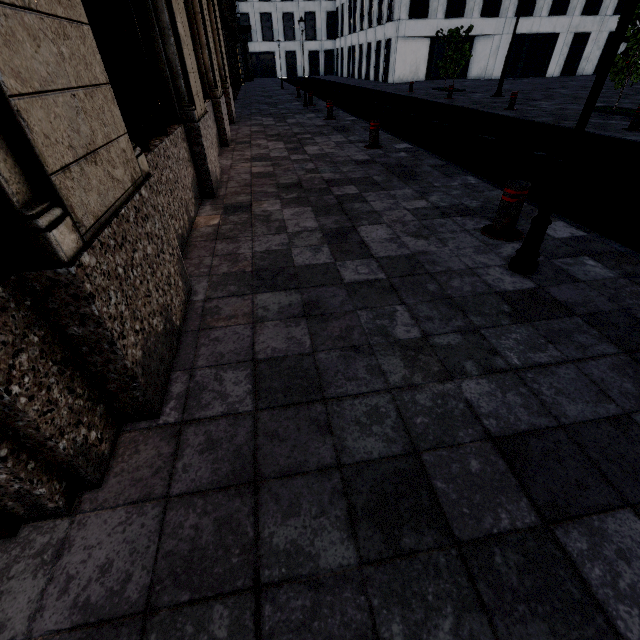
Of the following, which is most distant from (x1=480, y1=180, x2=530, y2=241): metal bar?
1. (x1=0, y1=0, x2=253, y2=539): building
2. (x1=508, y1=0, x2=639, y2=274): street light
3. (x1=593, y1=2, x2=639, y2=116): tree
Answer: (x1=593, y1=2, x2=639, y2=116): tree

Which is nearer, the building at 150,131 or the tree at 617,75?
the building at 150,131

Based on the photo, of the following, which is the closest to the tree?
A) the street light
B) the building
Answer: the building

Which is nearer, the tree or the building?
the building

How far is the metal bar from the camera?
3.33m

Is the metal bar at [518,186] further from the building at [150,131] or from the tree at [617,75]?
the tree at [617,75]

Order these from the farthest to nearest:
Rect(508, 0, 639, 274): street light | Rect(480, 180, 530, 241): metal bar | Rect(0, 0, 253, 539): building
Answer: Rect(480, 180, 530, 241): metal bar, Rect(508, 0, 639, 274): street light, Rect(0, 0, 253, 539): building

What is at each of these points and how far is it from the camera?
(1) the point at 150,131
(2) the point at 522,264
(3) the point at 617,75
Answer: (1) building, 3.49m
(2) street light, 2.95m
(3) tree, 10.41m
